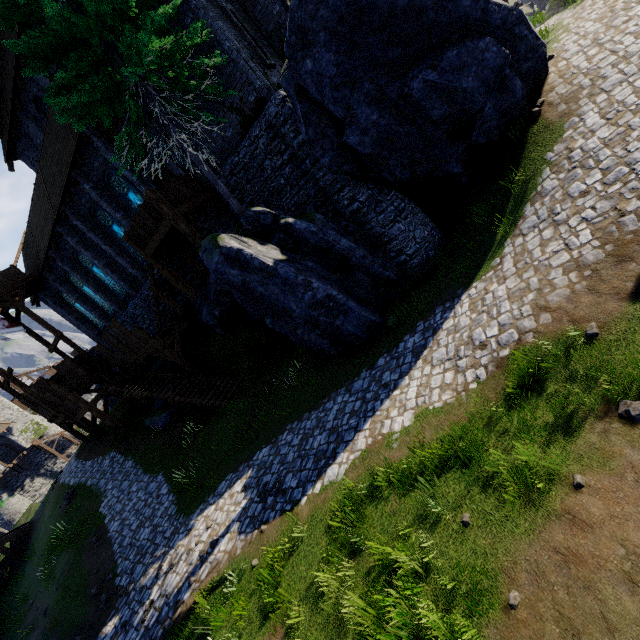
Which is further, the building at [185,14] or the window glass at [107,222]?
the window glass at [107,222]

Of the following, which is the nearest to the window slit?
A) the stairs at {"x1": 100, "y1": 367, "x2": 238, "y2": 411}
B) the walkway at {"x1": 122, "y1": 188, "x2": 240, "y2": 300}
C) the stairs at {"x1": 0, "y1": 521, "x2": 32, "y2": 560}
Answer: the walkway at {"x1": 122, "y1": 188, "x2": 240, "y2": 300}

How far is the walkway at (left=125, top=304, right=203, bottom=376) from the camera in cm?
1775

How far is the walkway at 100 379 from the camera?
18.69m

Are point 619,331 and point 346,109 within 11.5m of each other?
yes

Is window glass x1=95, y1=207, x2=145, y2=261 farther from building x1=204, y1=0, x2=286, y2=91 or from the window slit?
the window slit

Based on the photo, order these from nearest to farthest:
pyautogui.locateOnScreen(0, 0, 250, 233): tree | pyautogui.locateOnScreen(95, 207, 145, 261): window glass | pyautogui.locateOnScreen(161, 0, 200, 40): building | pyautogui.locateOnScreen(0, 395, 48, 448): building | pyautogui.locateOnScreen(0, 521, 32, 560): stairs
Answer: pyautogui.locateOnScreen(0, 0, 250, 233): tree < pyautogui.locateOnScreen(161, 0, 200, 40): building < pyautogui.locateOnScreen(95, 207, 145, 261): window glass < pyautogui.locateOnScreen(0, 521, 32, 560): stairs < pyautogui.locateOnScreen(0, 395, 48, 448): building

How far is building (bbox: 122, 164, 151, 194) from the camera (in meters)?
15.50
